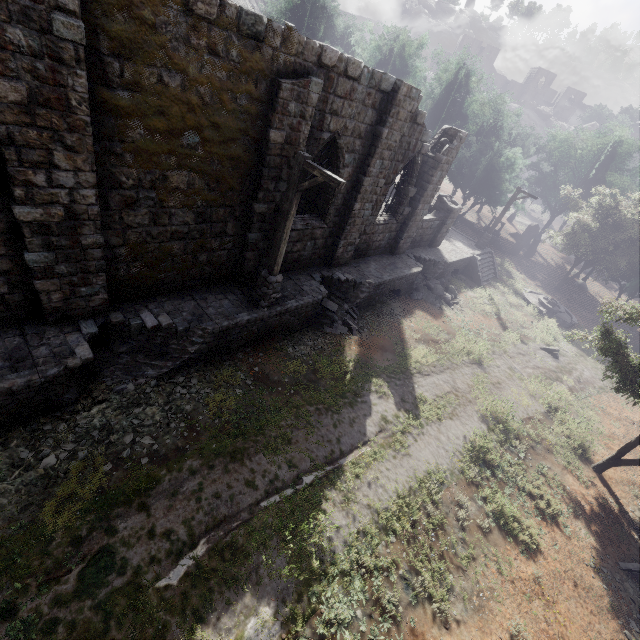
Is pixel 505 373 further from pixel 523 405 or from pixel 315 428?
pixel 315 428

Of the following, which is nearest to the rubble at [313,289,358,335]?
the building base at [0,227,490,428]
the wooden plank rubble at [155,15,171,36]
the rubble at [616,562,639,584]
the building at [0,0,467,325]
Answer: the building base at [0,227,490,428]

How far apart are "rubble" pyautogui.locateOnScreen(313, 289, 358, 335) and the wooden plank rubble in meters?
9.1

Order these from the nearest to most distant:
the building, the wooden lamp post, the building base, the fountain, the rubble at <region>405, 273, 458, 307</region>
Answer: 1. the building
2. the building base
3. the wooden lamp post
4. the rubble at <region>405, 273, 458, 307</region>
5. the fountain

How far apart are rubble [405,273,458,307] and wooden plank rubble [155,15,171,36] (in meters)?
15.17

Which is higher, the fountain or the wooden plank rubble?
the wooden plank rubble

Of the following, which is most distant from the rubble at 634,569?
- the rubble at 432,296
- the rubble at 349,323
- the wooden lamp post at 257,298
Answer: the wooden lamp post at 257,298

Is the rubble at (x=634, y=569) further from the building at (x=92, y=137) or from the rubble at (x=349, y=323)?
the rubble at (x=349, y=323)
